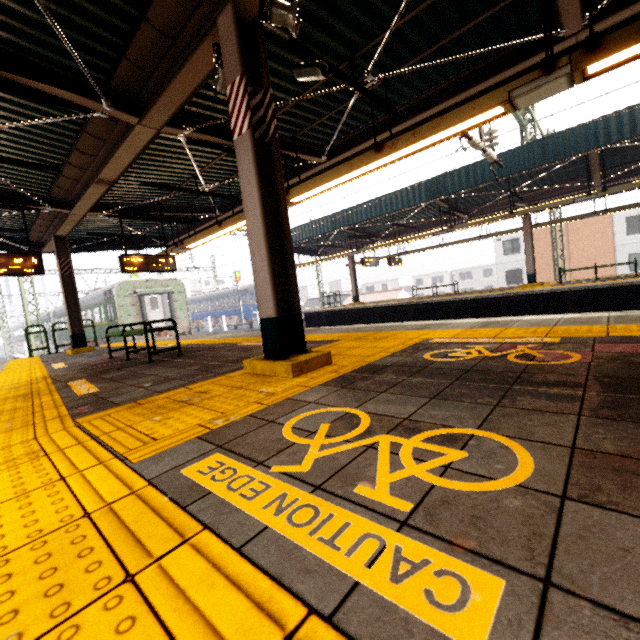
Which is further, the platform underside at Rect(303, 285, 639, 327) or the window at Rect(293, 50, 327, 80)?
the platform underside at Rect(303, 285, 639, 327)

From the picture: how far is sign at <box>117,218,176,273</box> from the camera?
9.1 meters

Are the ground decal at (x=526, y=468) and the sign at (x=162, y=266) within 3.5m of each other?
no

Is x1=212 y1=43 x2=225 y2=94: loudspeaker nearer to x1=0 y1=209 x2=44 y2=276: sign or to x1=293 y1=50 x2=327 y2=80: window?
x1=293 y1=50 x2=327 y2=80: window

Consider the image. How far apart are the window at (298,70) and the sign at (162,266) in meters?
7.2

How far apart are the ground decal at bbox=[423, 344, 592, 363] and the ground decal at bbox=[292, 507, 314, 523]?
1.4m

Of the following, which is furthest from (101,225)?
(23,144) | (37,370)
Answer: (37,370)

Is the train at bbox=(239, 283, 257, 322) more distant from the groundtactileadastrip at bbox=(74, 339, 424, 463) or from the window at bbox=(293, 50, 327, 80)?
the window at bbox=(293, 50, 327, 80)
